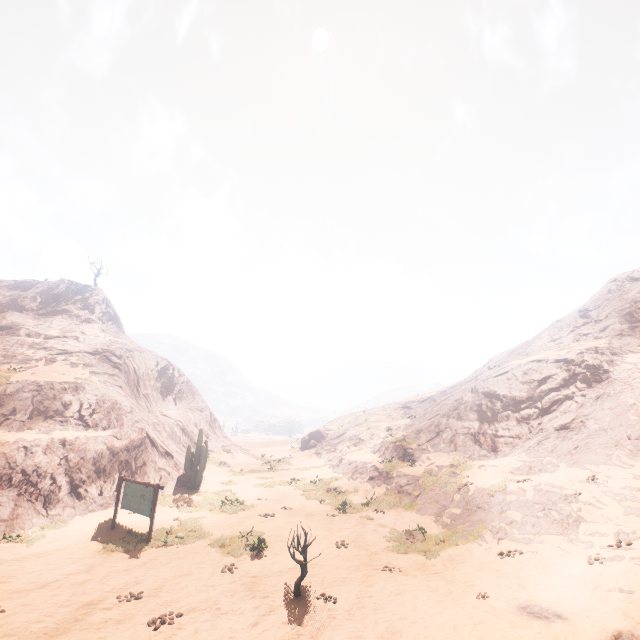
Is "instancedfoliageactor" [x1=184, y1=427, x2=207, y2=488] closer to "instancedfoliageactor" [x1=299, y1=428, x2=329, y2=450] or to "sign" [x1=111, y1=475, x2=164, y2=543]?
"sign" [x1=111, y1=475, x2=164, y2=543]

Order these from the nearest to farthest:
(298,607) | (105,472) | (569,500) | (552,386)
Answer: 1. (298,607)
2. (569,500)
3. (105,472)
4. (552,386)

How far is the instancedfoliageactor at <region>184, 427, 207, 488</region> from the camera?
22.49m

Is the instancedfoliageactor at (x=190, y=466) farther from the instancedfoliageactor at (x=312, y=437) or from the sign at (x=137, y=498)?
the instancedfoliageactor at (x=312, y=437)

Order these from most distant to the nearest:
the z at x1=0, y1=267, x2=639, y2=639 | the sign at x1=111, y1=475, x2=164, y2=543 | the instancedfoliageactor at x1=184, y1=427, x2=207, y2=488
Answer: the instancedfoliageactor at x1=184, y1=427, x2=207, y2=488, the sign at x1=111, y1=475, x2=164, y2=543, the z at x1=0, y1=267, x2=639, y2=639

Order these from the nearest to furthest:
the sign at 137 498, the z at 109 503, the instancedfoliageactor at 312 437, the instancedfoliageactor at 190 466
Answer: the z at 109 503
the sign at 137 498
the instancedfoliageactor at 190 466
the instancedfoliageactor at 312 437

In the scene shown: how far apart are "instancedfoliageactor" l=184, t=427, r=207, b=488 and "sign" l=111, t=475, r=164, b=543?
7.42m

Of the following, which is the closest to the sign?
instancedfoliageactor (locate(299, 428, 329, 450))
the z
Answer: the z
